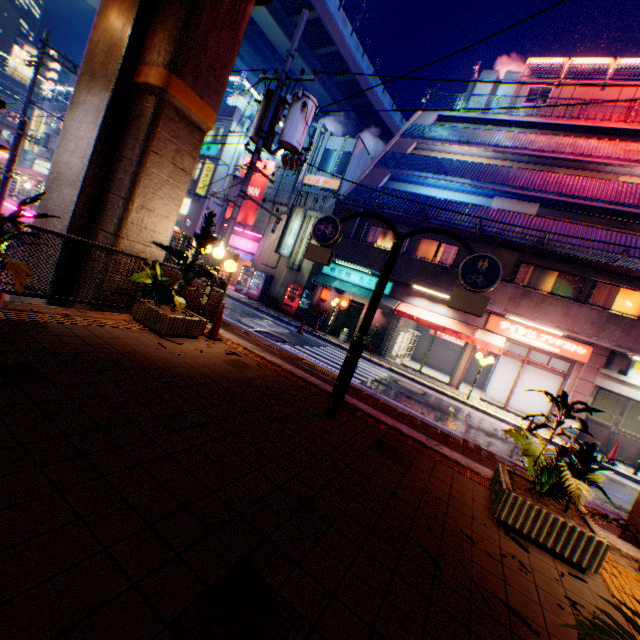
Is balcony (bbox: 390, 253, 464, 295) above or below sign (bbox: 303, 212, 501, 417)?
above

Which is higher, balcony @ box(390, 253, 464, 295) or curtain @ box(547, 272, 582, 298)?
curtain @ box(547, 272, 582, 298)

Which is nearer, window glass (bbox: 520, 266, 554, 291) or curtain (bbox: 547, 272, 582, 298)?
curtain (bbox: 547, 272, 582, 298)

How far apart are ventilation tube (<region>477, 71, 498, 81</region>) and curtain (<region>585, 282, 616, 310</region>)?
Result: 15.14m

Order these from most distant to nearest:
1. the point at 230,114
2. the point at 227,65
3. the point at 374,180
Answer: the point at 230,114 → the point at 374,180 → the point at 227,65

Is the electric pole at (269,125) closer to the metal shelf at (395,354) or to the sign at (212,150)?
the sign at (212,150)

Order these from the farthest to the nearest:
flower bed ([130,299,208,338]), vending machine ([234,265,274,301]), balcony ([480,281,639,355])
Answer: vending machine ([234,265,274,301]) < balcony ([480,281,639,355]) < flower bed ([130,299,208,338])

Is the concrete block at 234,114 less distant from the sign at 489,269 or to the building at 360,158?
the building at 360,158
